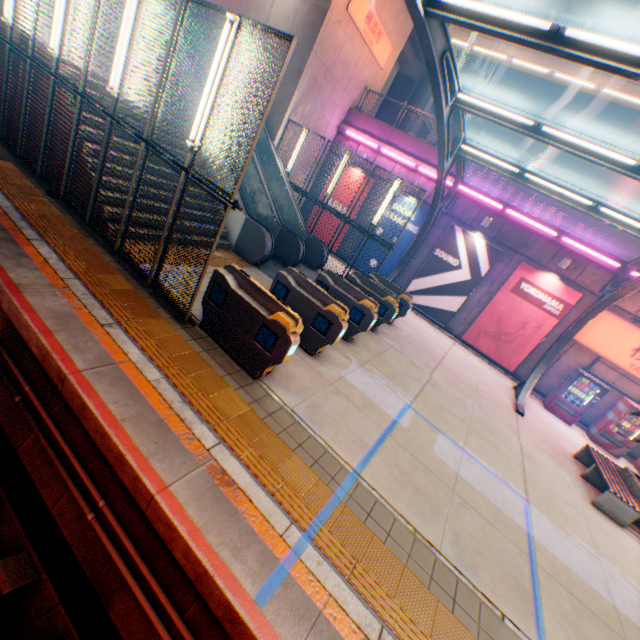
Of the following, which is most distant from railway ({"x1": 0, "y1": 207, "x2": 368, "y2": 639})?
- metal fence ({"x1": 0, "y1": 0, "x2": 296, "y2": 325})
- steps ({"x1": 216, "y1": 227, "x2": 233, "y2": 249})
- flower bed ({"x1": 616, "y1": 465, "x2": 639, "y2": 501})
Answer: flower bed ({"x1": 616, "y1": 465, "x2": 639, "y2": 501})

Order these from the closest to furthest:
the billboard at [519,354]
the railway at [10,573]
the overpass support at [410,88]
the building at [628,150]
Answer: the railway at [10,573] < the billboard at [519,354] < the overpass support at [410,88] < the building at [628,150]

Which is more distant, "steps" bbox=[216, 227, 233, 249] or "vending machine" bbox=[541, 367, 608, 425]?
"vending machine" bbox=[541, 367, 608, 425]

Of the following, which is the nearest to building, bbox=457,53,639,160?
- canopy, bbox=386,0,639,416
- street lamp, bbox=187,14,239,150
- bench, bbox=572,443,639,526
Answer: canopy, bbox=386,0,639,416

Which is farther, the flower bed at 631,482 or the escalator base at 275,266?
the escalator base at 275,266

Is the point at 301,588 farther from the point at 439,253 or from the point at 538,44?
the point at 439,253

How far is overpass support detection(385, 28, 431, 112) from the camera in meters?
20.9

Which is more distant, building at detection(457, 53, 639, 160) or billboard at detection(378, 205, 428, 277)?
building at detection(457, 53, 639, 160)
